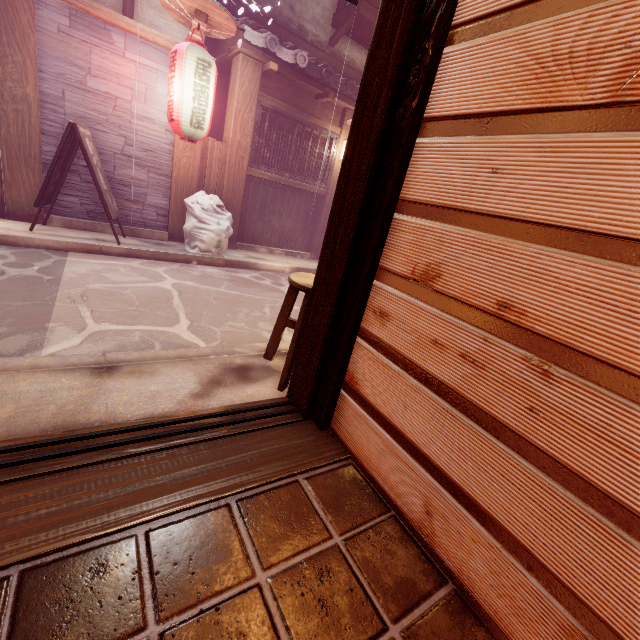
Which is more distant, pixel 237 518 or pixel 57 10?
pixel 57 10

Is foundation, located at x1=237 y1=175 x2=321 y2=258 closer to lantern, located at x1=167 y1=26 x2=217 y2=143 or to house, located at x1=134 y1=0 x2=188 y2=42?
lantern, located at x1=167 y1=26 x2=217 y2=143

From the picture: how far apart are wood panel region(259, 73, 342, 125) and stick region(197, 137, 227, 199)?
2.03m

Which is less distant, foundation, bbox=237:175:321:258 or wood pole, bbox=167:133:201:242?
wood pole, bbox=167:133:201:242

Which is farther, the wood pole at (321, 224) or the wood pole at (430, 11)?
the wood pole at (321, 224)

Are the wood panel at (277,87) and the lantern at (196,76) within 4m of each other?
yes

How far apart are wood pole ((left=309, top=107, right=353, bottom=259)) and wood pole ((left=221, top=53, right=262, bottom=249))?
3.4m

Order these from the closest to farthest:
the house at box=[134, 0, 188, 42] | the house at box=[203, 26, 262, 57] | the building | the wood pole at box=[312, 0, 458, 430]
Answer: the building → the wood pole at box=[312, 0, 458, 430] → the house at box=[134, 0, 188, 42] → the house at box=[203, 26, 262, 57]
